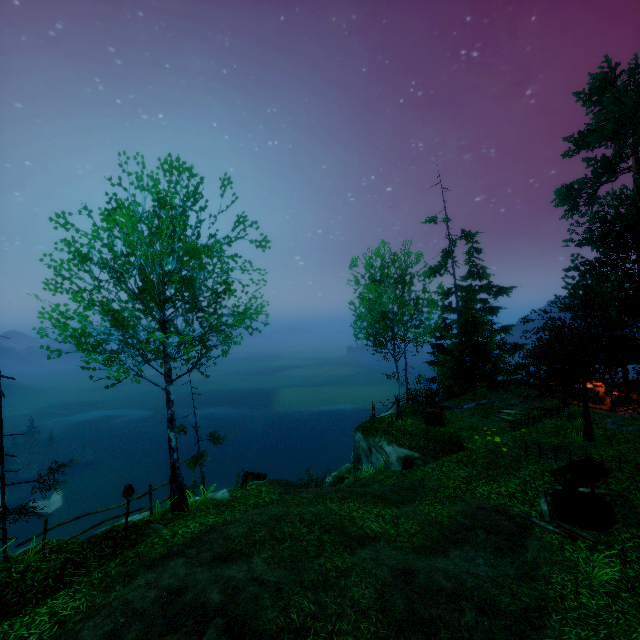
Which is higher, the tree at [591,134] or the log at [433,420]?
the tree at [591,134]

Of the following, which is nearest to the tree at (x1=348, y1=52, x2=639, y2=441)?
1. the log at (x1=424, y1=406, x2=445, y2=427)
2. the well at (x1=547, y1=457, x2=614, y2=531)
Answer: the well at (x1=547, y1=457, x2=614, y2=531)

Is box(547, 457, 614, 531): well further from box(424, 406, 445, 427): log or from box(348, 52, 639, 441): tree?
box(424, 406, 445, 427): log

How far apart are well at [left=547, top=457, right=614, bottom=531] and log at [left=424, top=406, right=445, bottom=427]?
7.0 meters

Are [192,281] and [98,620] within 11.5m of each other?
yes

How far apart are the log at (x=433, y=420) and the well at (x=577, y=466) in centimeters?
702cm

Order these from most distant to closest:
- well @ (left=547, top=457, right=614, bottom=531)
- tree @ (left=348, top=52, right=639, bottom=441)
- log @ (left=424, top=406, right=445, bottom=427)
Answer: log @ (left=424, top=406, right=445, bottom=427), tree @ (left=348, top=52, right=639, bottom=441), well @ (left=547, top=457, right=614, bottom=531)
